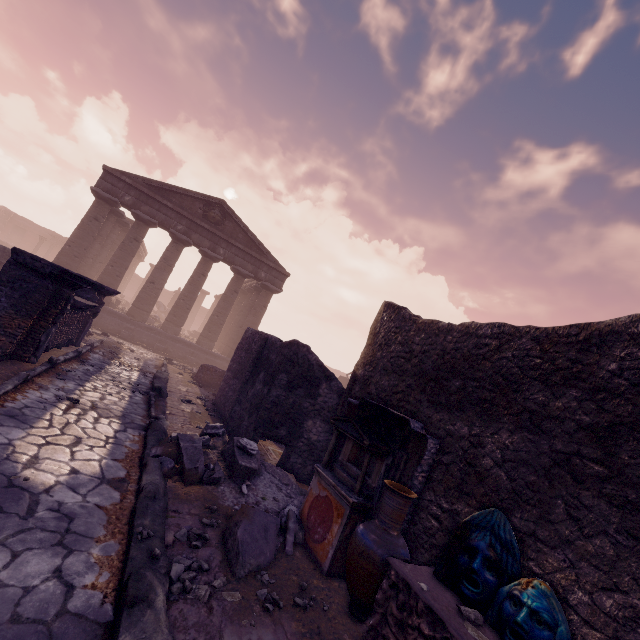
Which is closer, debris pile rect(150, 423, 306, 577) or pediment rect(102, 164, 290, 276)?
debris pile rect(150, 423, 306, 577)

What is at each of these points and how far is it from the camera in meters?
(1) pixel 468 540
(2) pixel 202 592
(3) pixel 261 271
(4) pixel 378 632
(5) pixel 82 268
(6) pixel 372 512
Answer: (1) face mask, 3.2
(2) rocks, 2.9
(3) entablature, 20.8
(4) sarcophagus, 2.9
(5) column, 18.7
(6) altar, 4.2

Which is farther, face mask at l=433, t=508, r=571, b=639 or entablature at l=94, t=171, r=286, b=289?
entablature at l=94, t=171, r=286, b=289

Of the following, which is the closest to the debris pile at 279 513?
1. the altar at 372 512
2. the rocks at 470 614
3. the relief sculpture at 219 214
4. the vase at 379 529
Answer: the altar at 372 512

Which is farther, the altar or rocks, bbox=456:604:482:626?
the altar

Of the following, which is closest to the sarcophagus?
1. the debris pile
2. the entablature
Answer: the debris pile

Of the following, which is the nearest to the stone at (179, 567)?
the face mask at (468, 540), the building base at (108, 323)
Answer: the face mask at (468, 540)

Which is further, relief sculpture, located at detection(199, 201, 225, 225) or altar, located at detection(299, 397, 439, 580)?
relief sculpture, located at detection(199, 201, 225, 225)
